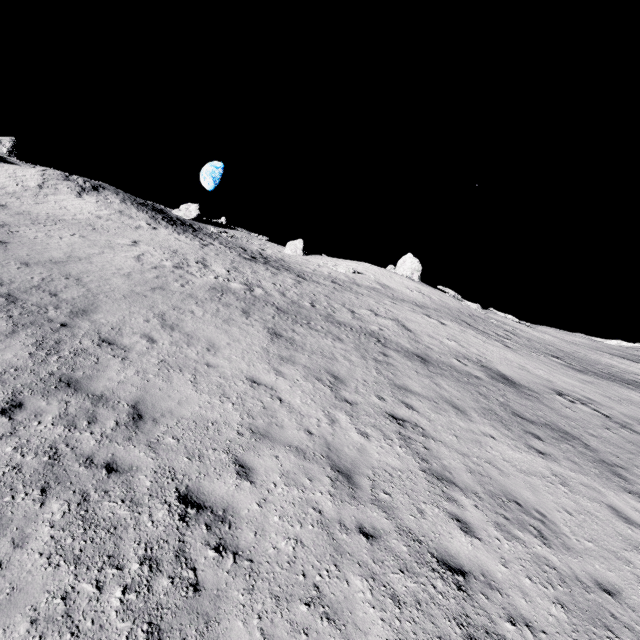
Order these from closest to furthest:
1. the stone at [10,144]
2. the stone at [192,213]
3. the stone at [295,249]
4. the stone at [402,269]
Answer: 1. the stone at [10,144]
2. the stone at [402,269]
3. the stone at [192,213]
4. the stone at [295,249]

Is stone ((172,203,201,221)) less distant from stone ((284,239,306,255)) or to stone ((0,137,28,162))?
stone ((284,239,306,255))

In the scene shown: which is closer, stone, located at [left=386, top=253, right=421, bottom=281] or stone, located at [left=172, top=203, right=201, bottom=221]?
stone, located at [left=386, top=253, right=421, bottom=281]

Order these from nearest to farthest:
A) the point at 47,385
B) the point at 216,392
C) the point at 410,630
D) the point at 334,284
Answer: the point at 410,630, the point at 47,385, the point at 216,392, the point at 334,284

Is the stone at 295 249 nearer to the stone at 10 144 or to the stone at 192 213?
the stone at 192 213

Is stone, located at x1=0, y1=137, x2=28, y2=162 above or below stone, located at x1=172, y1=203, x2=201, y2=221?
above

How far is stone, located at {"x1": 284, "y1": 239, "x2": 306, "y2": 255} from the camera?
44.66m

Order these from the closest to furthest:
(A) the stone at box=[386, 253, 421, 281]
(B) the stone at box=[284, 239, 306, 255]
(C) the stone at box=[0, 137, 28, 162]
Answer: (C) the stone at box=[0, 137, 28, 162]
(A) the stone at box=[386, 253, 421, 281]
(B) the stone at box=[284, 239, 306, 255]
